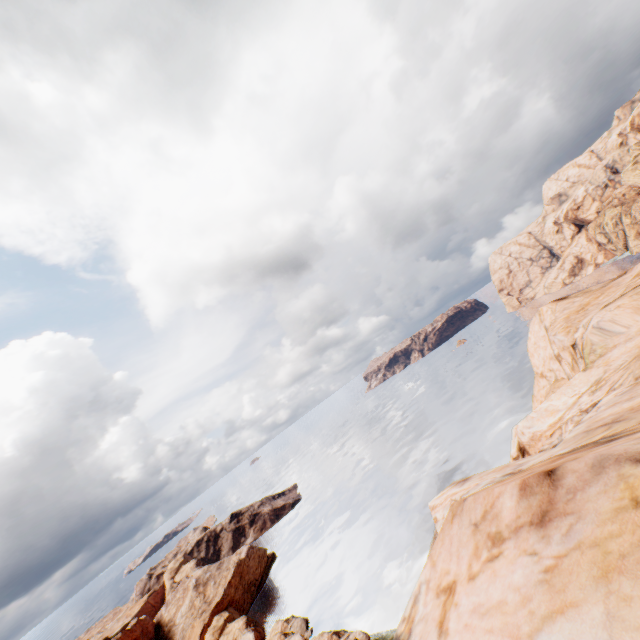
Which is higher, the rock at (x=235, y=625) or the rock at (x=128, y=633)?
the rock at (x=128, y=633)

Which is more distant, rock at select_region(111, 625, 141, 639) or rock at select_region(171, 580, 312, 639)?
rock at select_region(111, 625, 141, 639)

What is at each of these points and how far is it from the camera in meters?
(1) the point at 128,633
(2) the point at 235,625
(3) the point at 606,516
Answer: (1) rock, 56.7
(2) rock, 49.6
(3) rock, 2.8

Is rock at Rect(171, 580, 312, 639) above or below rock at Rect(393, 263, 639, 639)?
below

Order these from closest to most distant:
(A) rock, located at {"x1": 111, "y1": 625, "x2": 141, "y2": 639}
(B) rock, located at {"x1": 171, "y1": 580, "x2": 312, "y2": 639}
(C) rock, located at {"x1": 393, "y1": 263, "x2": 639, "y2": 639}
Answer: (C) rock, located at {"x1": 393, "y1": 263, "x2": 639, "y2": 639} → (B) rock, located at {"x1": 171, "y1": 580, "x2": 312, "y2": 639} → (A) rock, located at {"x1": 111, "y1": 625, "x2": 141, "y2": 639}

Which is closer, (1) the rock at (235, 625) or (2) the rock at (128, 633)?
(1) the rock at (235, 625)
